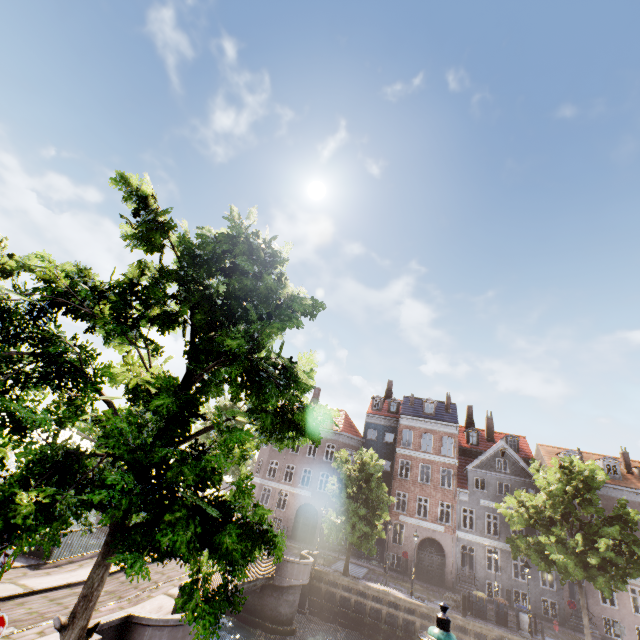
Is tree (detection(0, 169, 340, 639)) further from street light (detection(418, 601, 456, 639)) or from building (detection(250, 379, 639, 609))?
building (detection(250, 379, 639, 609))

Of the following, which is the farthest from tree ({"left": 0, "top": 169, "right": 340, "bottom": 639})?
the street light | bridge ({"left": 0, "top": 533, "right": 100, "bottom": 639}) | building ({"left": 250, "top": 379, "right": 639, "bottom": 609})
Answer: building ({"left": 250, "top": 379, "right": 639, "bottom": 609})

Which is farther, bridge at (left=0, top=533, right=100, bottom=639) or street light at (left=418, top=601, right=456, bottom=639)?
bridge at (left=0, top=533, right=100, bottom=639)

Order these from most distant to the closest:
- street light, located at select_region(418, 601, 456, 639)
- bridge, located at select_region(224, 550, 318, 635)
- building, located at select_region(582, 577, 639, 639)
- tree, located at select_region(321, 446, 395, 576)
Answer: building, located at select_region(582, 577, 639, 639) → tree, located at select_region(321, 446, 395, 576) → bridge, located at select_region(224, 550, 318, 635) → street light, located at select_region(418, 601, 456, 639)

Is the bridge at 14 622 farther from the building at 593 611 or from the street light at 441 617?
the building at 593 611

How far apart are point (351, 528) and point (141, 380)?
21.3 meters

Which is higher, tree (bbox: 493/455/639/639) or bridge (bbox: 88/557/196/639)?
tree (bbox: 493/455/639/639)

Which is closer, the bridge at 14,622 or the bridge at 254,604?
the bridge at 14,622
